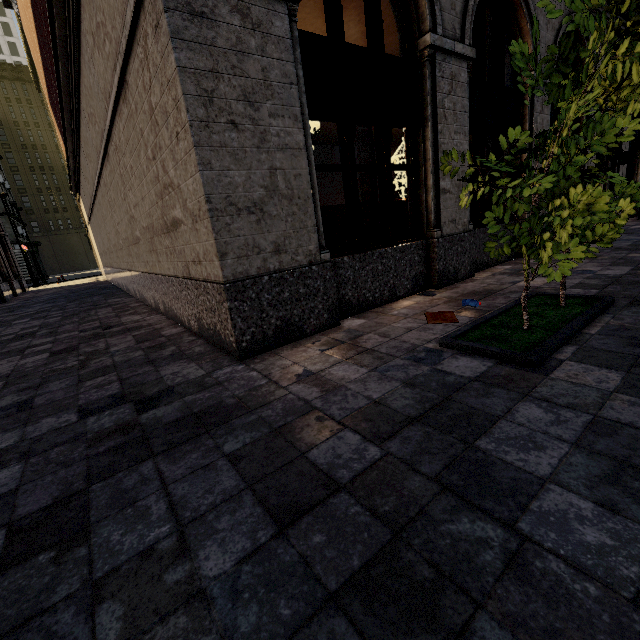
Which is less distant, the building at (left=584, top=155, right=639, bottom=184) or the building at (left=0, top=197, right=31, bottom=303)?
the building at (left=584, top=155, right=639, bottom=184)

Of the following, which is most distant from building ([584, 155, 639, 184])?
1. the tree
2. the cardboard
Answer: the tree

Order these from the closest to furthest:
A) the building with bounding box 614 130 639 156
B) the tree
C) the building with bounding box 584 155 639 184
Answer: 1. the tree
2. the building with bounding box 584 155 639 184
3. the building with bounding box 614 130 639 156

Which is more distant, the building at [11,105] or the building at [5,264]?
the building at [5,264]

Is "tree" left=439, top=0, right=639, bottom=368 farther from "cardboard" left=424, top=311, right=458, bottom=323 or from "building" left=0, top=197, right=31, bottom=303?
"building" left=0, top=197, right=31, bottom=303

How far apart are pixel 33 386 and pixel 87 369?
0.6m

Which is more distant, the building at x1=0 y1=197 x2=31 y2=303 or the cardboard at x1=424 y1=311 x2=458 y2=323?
the building at x1=0 y1=197 x2=31 y2=303

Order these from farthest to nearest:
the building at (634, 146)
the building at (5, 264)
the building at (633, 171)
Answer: the building at (5, 264), the building at (634, 146), the building at (633, 171)
